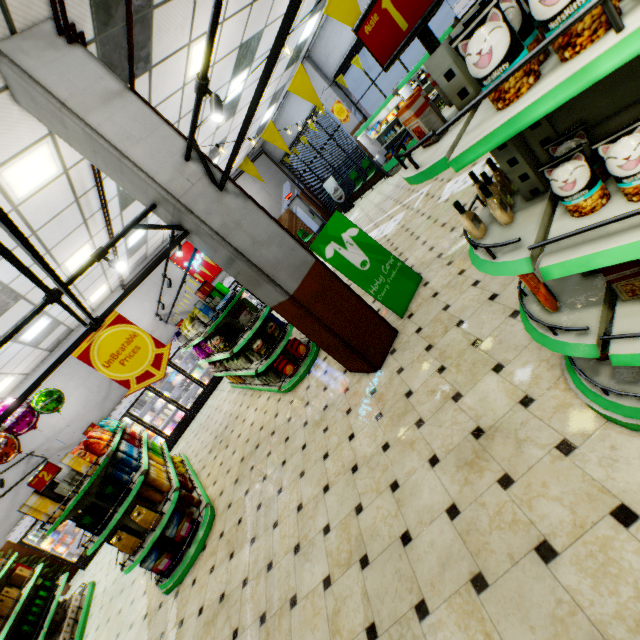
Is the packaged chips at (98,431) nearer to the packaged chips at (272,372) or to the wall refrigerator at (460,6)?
the packaged chips at (272,372)

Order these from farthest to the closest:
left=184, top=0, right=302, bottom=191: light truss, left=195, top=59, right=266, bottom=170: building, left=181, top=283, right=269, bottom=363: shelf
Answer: left=195, top=59, right=266, bottom=170: building → left=181, top=283, right=269, bottom=363: shelf → left=184, top=0, right=302, bottom=191: light truss

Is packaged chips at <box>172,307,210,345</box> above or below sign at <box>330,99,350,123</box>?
below

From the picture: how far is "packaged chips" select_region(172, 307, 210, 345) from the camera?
6.16m

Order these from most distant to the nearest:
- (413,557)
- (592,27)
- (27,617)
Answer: (27,617) → (413,557) → (592,27)

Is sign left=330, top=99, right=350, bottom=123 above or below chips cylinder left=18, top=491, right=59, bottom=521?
above

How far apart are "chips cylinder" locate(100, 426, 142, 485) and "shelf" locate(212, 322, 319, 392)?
2.3 meters

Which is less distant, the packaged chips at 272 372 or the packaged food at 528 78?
the packaged food at 528 78
